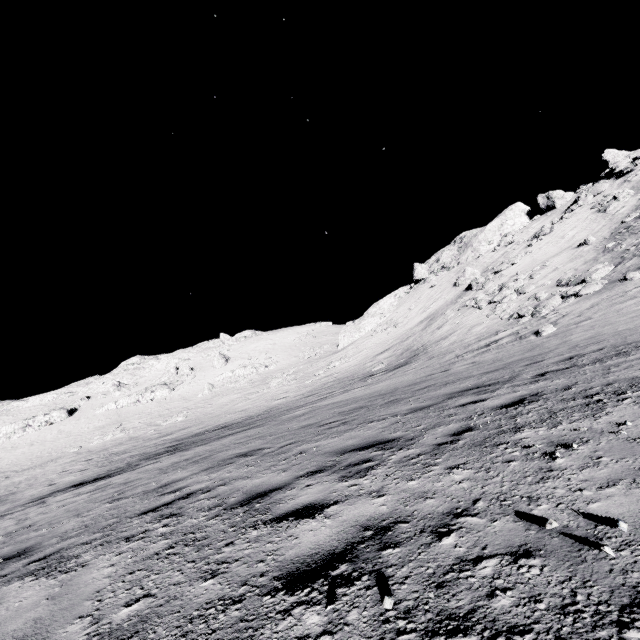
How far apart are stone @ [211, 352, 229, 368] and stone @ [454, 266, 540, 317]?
44.72m

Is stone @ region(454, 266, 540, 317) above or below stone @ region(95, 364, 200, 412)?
below

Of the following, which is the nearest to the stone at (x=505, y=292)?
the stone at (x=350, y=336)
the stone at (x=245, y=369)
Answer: the stone at (x=350, y=336)

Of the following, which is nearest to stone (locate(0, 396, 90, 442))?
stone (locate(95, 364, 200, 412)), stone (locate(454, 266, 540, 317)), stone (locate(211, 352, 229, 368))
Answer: stone (locate(95, 364, 200, 412))

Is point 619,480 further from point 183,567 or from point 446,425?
point 183,567

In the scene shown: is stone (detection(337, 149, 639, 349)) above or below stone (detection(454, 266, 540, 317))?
above

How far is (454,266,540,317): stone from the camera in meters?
24.5 m

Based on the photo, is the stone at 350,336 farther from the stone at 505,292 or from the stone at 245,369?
the stone at 505,292
